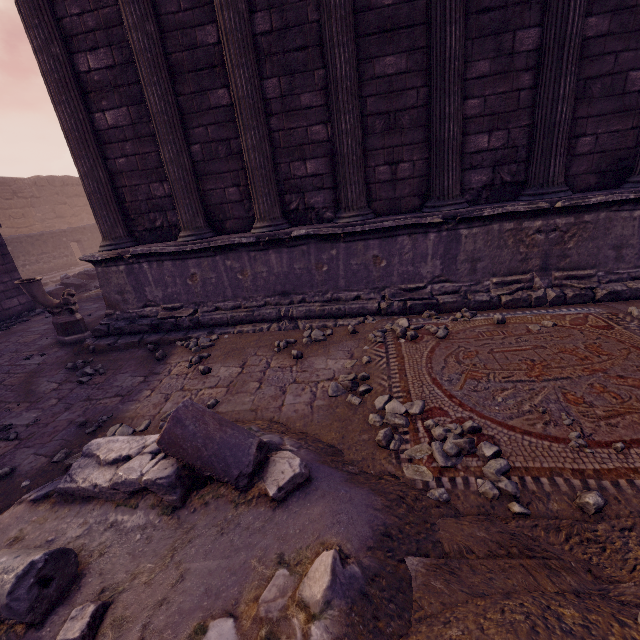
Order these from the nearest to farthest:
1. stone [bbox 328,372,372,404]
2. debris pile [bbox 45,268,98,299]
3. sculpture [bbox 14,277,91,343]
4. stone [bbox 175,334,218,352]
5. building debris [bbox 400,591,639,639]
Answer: building debris [bbox 400,591,639,639] < stone [bbox 328,372,372,404] < stone [bbox 175,334,218,352] < sculpture [bbox 14,277,91,343] < debris pile [bbox 45,268,98,299]

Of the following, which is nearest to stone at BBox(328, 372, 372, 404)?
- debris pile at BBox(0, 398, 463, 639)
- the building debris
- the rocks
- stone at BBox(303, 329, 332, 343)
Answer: debris pile at BBox(0, 398, 463, 639)

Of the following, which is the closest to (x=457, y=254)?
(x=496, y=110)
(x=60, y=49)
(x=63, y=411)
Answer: (x=496, y=110)

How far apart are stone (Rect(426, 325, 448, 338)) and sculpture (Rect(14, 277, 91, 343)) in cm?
559

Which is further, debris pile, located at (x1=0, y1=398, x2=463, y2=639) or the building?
the building

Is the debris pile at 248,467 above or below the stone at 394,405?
above

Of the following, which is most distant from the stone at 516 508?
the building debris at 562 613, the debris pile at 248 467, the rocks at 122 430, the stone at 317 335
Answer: the rocks at 122 430

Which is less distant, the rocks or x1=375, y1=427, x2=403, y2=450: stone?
x1=375, y1=427, x2=403, y2=450: stone
